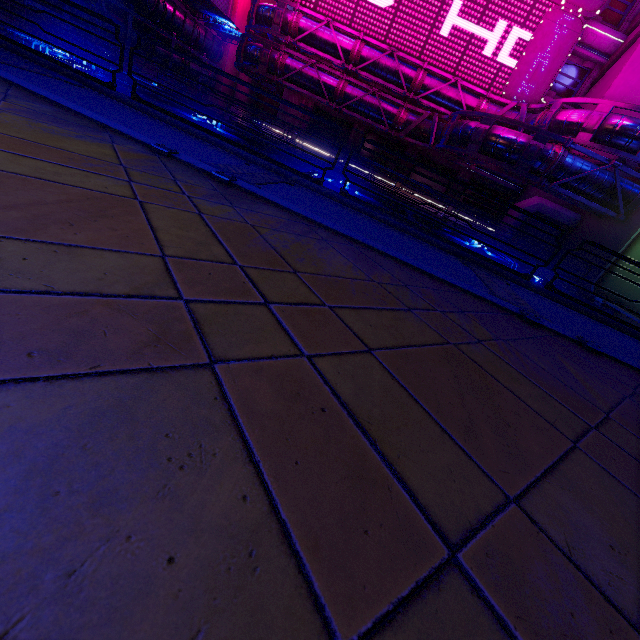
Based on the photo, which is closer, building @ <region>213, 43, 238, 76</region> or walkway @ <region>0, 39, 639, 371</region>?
walkway @ <region>0, 39, 639, 371</region>

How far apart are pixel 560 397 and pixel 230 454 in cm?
238

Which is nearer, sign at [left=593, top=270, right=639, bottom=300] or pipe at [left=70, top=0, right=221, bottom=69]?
sign at [left=593, top=270, right=639, bottom=300]

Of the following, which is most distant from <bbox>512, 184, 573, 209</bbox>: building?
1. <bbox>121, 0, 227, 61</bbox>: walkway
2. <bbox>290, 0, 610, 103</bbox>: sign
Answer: <bbox>121, 0, 227, 61</bbox>: walkway

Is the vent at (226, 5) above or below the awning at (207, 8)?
above

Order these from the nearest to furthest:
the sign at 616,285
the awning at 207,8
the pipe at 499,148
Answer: the sign at 616,285
the pipe at 499,148
the awning at 207,8

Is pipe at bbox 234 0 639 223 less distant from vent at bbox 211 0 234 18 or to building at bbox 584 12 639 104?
building at bbox 584 12 639 104

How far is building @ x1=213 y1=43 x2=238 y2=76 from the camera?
33.63m
